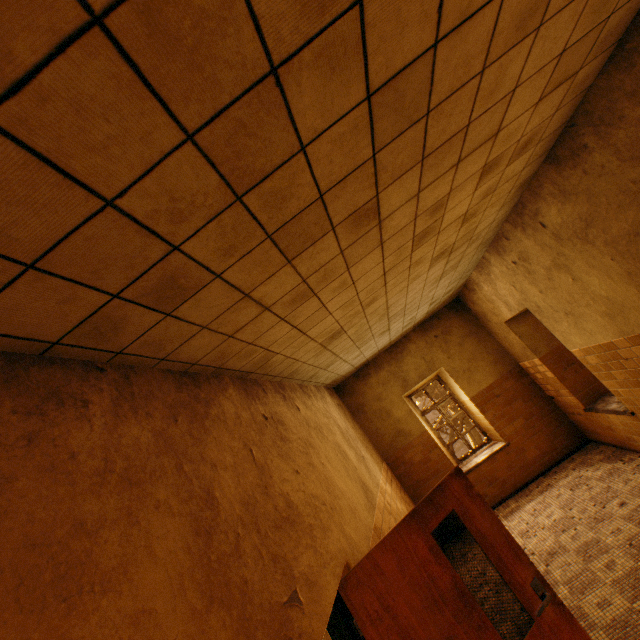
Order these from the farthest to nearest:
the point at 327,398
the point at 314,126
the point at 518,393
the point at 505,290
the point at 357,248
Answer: the point at 518,393
the point at 327,398
the point at 505,290
the point at 357,248
the point at 314,126

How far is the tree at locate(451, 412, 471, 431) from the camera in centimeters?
2166cm

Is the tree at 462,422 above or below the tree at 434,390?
below

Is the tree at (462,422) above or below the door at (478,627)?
below

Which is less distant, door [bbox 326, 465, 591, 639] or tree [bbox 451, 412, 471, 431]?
door [bbox 326, 465, 591, 639]

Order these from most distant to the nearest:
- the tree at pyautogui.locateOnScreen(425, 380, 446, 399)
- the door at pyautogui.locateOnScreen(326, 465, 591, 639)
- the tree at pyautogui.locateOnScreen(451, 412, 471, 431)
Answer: the tree at pyautogui.locateOnScreen(451, 412, 471, 431)
the tree at pyautogui.locateOnScreen(425, 380, 446, 399)
the door at pyautogui.locateOnScreen(326, 465, 591, 639)

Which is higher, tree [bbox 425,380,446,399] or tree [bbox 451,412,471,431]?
tree [bbox 425,380,446,399]
